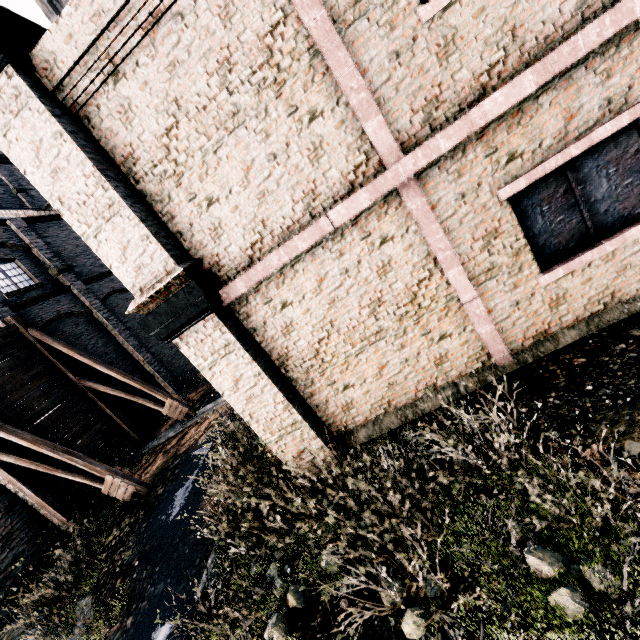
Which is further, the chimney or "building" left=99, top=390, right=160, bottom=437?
"building" left=99, top=390, right=160, bottom=437

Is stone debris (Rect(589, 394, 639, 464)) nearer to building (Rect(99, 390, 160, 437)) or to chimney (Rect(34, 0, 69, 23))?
chimney (Rect(34, 0, 69, 23))

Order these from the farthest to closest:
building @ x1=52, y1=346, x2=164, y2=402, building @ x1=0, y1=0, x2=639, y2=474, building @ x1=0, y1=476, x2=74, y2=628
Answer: building @ x1=52, y1=346, x2=164, y2=402
building @ x1=0, y1=476, x2=74, y2=628
building @ x1=0, y1=0, x2=639, y2=474

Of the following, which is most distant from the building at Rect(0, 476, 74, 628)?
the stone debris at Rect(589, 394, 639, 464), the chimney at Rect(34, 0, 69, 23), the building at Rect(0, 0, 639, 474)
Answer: the stone debris at Rect(589, 394, 639, 464)

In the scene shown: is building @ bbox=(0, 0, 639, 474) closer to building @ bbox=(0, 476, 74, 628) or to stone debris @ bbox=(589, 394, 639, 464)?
stone debris @ bbox=(589, 394, 639, 464)

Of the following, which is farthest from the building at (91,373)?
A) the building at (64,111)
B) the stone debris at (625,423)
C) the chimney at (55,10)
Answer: the stone debris at (625,423)

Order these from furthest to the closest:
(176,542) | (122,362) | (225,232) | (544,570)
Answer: (122,362), (176,542), (225,232), (544,570)

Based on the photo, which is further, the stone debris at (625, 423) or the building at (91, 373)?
the building at (91, 373)
